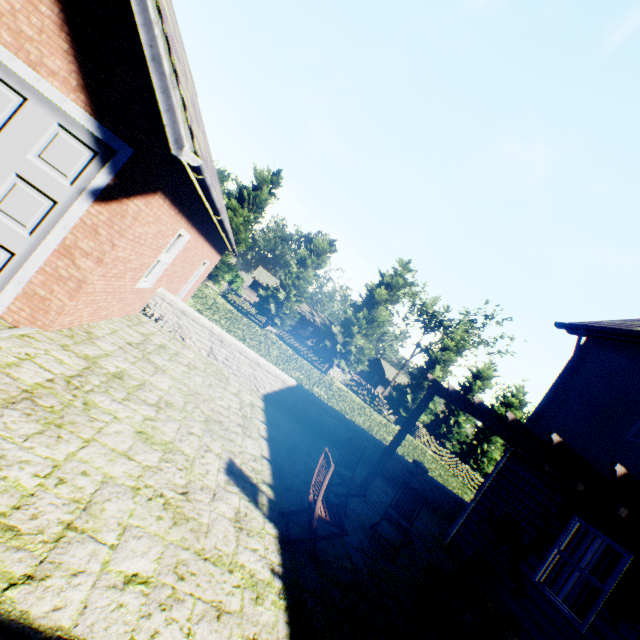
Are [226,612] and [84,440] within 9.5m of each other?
yes

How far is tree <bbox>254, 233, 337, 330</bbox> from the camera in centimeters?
2847cm

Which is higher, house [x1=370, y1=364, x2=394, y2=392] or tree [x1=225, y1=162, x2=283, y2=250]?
tree [x1=225, y1=162, x2=283, y2=250]

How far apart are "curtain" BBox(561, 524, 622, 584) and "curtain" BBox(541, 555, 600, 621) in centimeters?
7cm

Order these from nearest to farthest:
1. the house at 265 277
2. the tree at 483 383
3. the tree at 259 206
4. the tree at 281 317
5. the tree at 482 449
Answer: the tree at 259 206
the tree at 281 317
the tree at 482 449
the tree at 483 383
the house at 265 277

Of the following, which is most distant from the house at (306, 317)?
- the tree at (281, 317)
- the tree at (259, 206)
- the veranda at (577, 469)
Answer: the veranda at (577, 469)

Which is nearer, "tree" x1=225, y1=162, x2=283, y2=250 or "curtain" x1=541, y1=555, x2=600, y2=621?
"curtain" x1=541, y1=555, x2=600, y2=621

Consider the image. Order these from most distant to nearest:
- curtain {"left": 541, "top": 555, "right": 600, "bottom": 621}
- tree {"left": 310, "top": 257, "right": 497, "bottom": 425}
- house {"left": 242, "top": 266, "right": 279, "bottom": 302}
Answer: house {"left": 242, "top": 266, "right": 279, "bottom": 302} < tree {"left": 310, "top": 257, "right": 497, "bottom": 425} < curtain {"left": 541, "top": 555, "right": 600, "bottom": 621}
